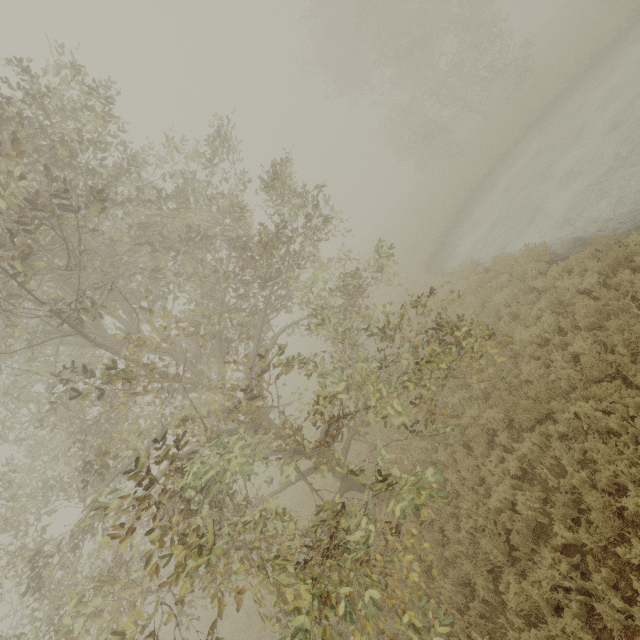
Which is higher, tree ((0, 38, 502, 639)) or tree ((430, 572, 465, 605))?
tree ((0, 38, 502, 639))

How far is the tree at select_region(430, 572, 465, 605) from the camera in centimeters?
628cm

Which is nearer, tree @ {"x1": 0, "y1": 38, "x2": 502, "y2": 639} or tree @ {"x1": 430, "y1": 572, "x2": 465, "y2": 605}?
tree @ {"x1": 0, "y1": 38, "x2": 502, "y2": 639}

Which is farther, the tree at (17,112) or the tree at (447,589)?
the tree at (447,589)

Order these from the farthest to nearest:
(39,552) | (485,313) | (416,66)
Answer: (416,66), (485,313), (39,552)

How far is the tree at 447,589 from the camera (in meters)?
6.28
